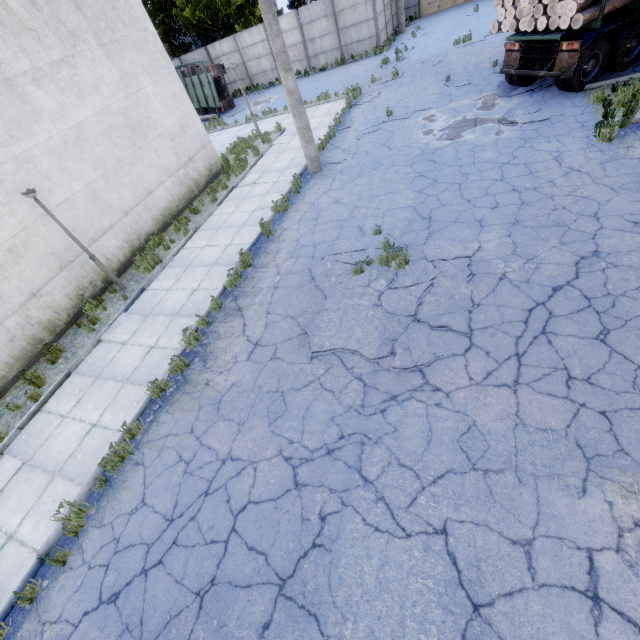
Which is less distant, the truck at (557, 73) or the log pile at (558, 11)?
the log pile at (558, 11)

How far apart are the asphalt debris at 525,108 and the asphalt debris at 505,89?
0.5m

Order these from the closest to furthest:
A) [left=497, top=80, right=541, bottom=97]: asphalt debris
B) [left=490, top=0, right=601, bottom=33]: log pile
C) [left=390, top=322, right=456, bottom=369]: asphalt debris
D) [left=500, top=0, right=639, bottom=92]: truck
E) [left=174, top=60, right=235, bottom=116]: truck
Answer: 1. [left=390, top=322, right=456, bottom=369]: asphalt debris
2. [left=490, top=0, right=601, bottom=33]: log pile
3. [left=500, top=0, right=639, bottom=92]: truck
4. [left=497, top=80, right=541, bottom=97]: asphalt debris
5. [left=174, top=60, right=235, bottom=116]: truck

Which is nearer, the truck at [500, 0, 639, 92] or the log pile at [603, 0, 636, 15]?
the log pile at [603, 0, 636, 15]

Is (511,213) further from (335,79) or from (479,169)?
(335,79)

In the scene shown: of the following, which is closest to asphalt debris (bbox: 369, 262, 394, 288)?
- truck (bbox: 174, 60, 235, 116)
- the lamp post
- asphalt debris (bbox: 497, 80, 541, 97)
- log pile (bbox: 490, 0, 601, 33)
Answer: the lamp post

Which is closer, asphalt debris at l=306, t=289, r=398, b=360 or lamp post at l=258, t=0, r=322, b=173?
asphalt debris at l=306, t=289, r=398, b=360

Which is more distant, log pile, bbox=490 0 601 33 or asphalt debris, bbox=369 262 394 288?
log pile, bbox=490 0 601 33
